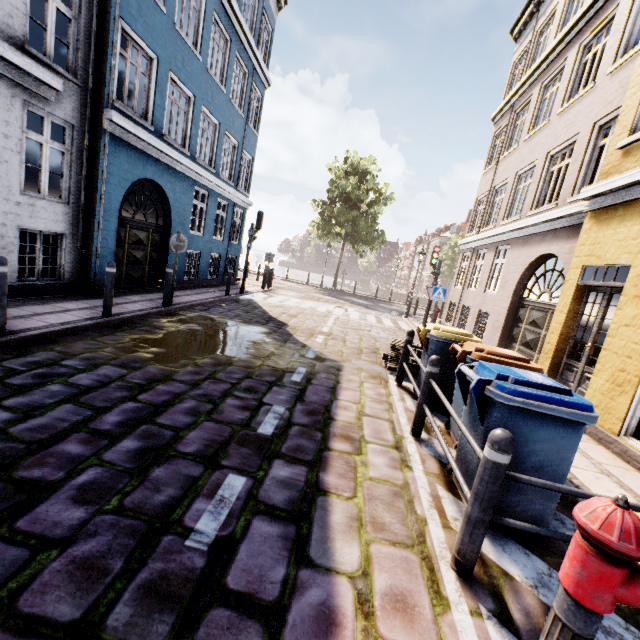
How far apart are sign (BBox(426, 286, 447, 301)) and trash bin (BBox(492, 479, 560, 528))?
8.19m

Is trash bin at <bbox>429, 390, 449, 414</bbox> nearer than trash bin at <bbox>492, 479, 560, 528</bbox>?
No

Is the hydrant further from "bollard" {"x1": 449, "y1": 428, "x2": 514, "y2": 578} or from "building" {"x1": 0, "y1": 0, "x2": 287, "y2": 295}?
"building" {"x1": 0, "y1": 0, "x2": 287, "y2": 295}

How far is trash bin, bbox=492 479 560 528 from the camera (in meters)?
Result: 2.76

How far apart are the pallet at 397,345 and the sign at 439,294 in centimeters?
394cm

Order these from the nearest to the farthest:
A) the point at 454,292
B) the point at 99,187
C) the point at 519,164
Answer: the point at 99,187 → the point at 519,164 → the point at 454,292

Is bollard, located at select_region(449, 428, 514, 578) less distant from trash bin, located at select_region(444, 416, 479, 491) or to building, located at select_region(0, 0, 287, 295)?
trash bin, located at select_region(444, 416, 479, 491)

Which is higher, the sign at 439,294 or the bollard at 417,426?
the sign at 439,294
